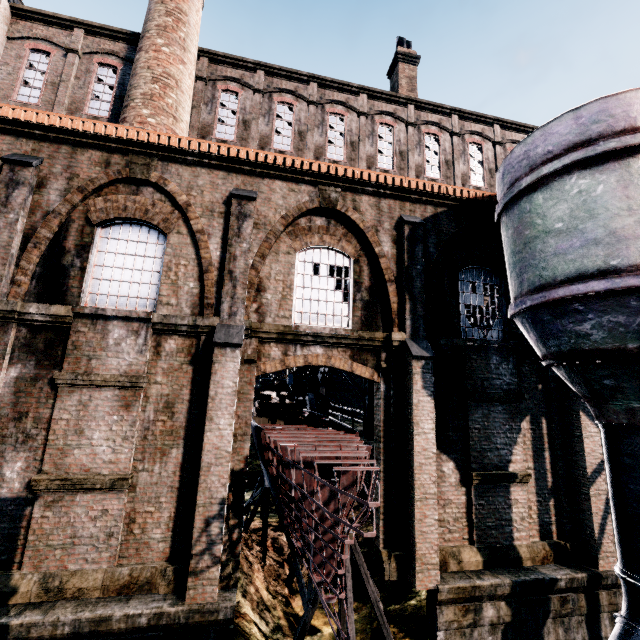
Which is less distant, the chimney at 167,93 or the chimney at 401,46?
the chimney at 167,93

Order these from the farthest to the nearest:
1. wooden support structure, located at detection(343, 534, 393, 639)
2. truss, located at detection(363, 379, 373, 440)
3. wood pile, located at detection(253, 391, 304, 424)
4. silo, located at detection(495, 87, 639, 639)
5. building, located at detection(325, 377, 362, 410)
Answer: building, located at detection(325, 377, 362, 410)
truss, located at detection(363, 379, 373, 440)
wood pile, located at detection(253, 391, 304, 424)
wooden support structure, located at detection(343, 534, 393, 639)
silo, located at detection(495, 87, 639, 639)

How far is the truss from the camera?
14.1 meters

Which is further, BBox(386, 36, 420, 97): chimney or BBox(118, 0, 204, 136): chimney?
BBox(386, 36, 420, 97): chimney

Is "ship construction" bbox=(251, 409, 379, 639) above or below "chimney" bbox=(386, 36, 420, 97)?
below

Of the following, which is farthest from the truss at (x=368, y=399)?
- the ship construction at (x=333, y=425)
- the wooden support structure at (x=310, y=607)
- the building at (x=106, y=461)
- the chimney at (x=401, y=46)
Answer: the wooden support structure at (x=310, y=607)

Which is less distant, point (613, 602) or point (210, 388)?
point (210, 388)

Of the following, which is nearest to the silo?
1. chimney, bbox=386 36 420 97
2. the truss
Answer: the truss
